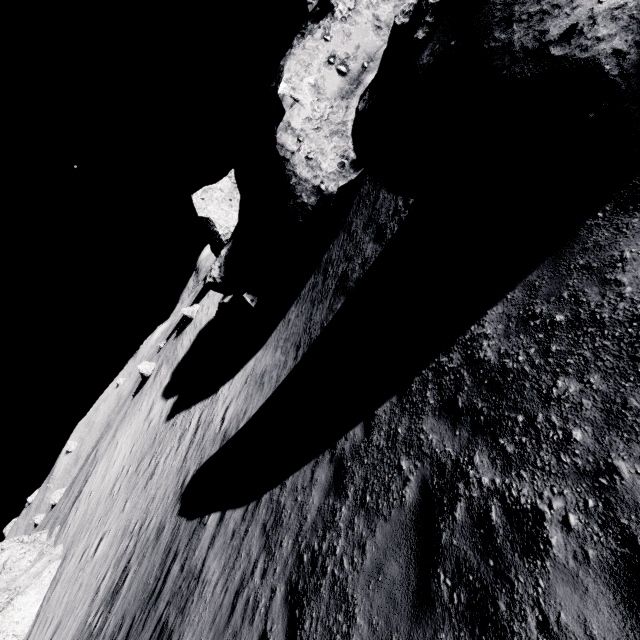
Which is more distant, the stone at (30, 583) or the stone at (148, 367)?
the stone at (148, 367)

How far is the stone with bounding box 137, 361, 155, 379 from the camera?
37.7m

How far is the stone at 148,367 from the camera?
37.7m

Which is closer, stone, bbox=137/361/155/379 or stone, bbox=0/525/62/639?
stone, bbox=0/525/62/639

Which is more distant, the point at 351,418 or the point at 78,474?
the point at 78,474
